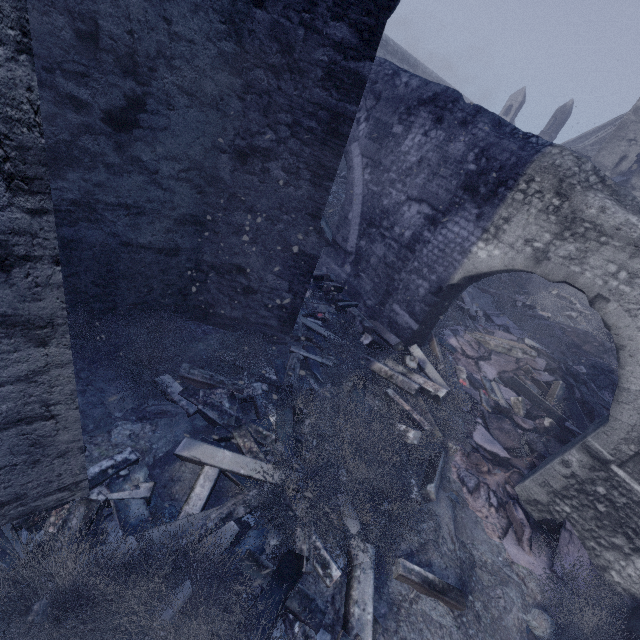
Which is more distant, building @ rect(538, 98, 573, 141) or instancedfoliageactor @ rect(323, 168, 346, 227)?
building @ rect(538, 98, 573, 141)

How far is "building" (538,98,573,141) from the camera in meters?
34.9

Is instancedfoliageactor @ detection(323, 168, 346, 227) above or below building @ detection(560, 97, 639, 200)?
below

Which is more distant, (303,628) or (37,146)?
(303,628)

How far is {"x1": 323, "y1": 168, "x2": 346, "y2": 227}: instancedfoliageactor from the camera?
12.7m

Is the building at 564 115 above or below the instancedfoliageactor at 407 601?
above
